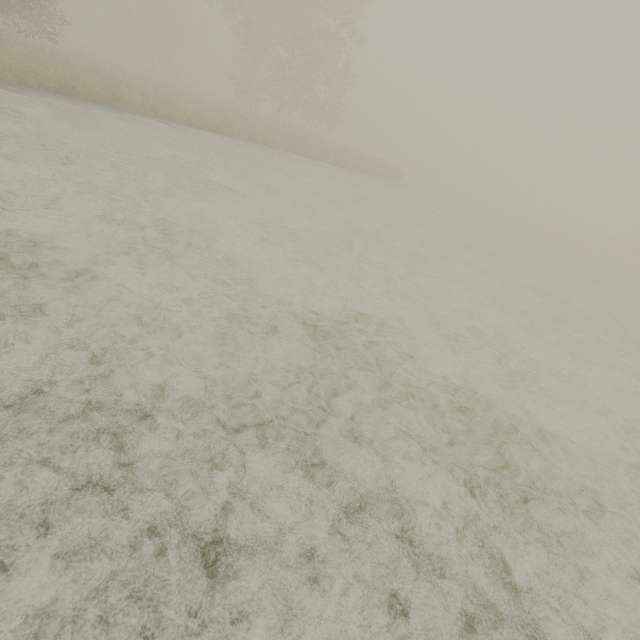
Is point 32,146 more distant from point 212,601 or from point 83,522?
point 212,601
